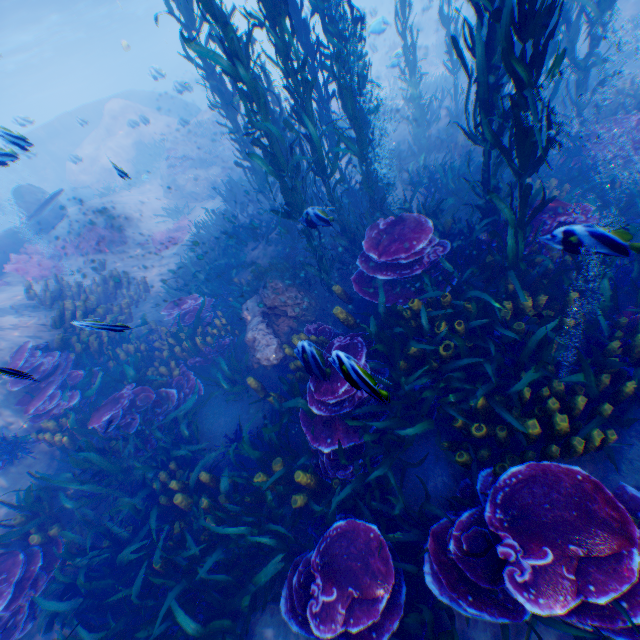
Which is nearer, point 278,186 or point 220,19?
point 220,19

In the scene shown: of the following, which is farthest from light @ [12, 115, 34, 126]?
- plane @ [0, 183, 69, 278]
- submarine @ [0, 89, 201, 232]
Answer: plane @ [0, 183, 69, 278]

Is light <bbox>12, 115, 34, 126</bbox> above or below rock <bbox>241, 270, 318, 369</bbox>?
above

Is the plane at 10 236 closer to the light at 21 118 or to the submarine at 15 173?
the submarine at 15 173

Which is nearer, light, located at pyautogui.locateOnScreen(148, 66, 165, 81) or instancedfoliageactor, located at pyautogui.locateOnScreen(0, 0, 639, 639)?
instancedfoliageactor, located at pyautogui.locateOnScreen(0, 0, 639, 639)

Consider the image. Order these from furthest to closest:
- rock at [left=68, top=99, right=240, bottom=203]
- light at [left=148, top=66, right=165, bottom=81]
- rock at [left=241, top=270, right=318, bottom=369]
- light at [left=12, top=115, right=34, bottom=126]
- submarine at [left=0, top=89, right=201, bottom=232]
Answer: Answer:
rock at [left=68, top=99, right=240, bottom=203]
submarine at [left=0, top=89, right=201, bottom=232]
light at [left=148, top=66, right=165, bottom=81]
light at [left=12, top=115, right=34, bottom=126]
rock at [left=241, top=270, right=318, bottom=369]

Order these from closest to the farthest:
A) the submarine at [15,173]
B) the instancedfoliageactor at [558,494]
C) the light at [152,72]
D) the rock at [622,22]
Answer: the instancedfoliageactor at [558,494] → the rock at [622,22] → the light at [152,72] → the submarine at [15,173]

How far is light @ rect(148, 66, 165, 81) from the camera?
13.4 meters
